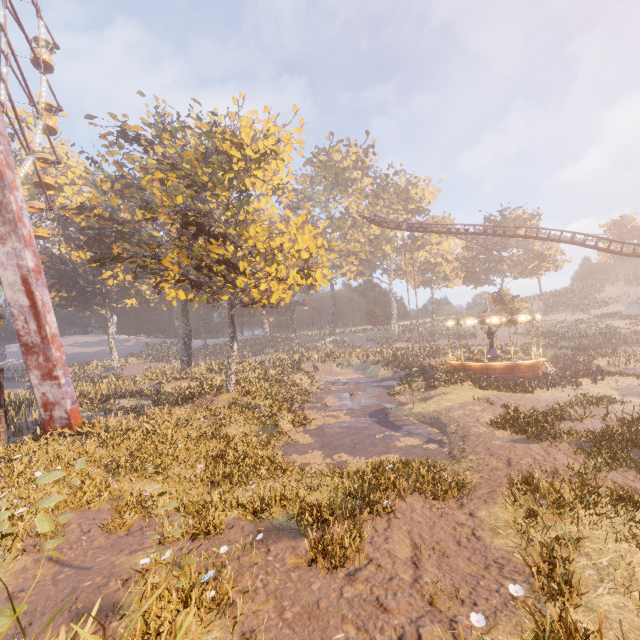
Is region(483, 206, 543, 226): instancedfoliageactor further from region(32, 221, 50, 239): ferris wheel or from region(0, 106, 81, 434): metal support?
region(32, 221, 50, 239): ferris wheel

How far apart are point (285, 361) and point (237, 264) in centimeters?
2035cm

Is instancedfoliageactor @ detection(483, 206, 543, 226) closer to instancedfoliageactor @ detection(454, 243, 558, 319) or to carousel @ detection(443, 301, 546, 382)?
instancedfoliageactor @ detection(454, 243, 558, 319)

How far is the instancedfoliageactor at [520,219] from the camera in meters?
53.6

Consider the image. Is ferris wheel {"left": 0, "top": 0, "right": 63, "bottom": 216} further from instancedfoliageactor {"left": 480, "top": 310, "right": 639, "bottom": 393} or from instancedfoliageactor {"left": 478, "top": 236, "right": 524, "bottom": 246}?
instancedfoliageactor {"left": 478, "top": 236, "right": 524, "bottom": 246}

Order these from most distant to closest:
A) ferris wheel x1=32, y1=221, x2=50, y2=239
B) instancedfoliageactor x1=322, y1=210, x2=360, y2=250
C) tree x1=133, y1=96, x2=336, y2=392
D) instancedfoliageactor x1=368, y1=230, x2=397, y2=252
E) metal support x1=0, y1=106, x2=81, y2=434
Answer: instancedfoliageactor x1=368, y1=230, x2=397, y2=252 < instancedfoliageactor x1=322, y1=210, x2=360, y2=250 < ferris wheel x1=32, y1=221, x2=50, y2=239 < tree x1=133, y1=96, x2=336, y2=392 < metal support x1=0, y1=106, x2=81, y2=434

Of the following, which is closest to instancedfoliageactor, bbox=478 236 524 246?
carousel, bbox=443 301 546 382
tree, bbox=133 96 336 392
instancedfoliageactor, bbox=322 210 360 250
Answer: instancedfoliageactor, bbox=322 210 360 250

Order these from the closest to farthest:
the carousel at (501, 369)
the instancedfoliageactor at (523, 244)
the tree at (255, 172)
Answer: the tree at (255, 172), the carousel at (501, 369), the instancedfoliageactor at (523, 244)
